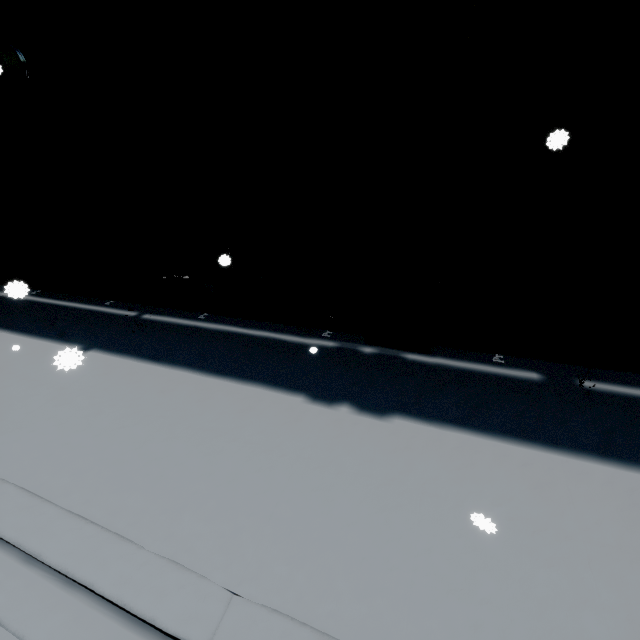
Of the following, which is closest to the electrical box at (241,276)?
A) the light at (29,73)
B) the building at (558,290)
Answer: the building at (558,290)

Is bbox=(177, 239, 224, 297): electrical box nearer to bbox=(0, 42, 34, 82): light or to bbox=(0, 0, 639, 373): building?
bbox=(0, 0, 639, 373): building

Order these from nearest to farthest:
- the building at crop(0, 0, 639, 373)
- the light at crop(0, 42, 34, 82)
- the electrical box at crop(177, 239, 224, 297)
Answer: the building at crop(0, 0, 639, 373) → the light at crop(0, 42, 34, 82) → the electrical box at crop(177, 239, 224, 297)

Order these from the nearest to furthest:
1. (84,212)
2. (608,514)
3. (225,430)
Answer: (608,514)
(225,430)
(84,212)

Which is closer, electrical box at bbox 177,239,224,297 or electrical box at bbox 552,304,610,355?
electrical box at bbox 552,304,610,355

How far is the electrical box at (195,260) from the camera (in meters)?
5.30
